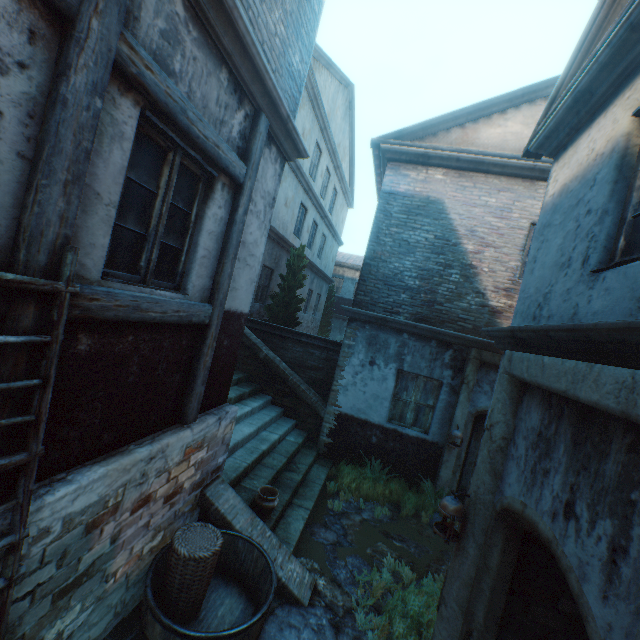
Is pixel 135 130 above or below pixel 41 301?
above

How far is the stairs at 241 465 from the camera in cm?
517

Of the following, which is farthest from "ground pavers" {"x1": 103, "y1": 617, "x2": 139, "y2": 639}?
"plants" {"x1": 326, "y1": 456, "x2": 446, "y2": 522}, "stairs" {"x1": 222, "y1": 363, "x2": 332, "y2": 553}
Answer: "plants" {"x1": 326, "y1": 456, "x2": 446, "y2": 522}

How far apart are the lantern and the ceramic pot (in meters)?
2.45

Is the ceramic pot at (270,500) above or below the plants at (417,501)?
above

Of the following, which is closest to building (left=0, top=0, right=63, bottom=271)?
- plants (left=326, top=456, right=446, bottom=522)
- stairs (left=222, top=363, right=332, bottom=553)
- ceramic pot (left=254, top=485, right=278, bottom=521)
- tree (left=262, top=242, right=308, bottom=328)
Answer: stairs (left=222, top=363, right=332, bottom=553)

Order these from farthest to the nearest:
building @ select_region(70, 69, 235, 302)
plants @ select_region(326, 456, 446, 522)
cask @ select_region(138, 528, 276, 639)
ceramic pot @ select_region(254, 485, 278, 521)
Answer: plants @ select_region(326, 456, 446, 522) < ceramic pot @ select_region(254, 485, 278, 521) < cask @ select_region(138, 528, 276, 639) < building @ select_region(70, 69, 235, 302)

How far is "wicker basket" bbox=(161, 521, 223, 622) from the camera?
3.3 meters
